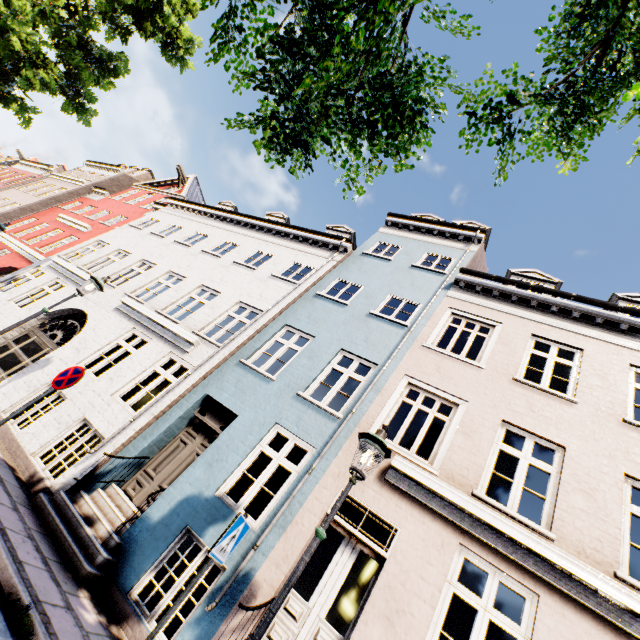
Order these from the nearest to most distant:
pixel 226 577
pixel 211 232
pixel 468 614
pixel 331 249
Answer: pixel 226 577, pixel 468 614, pixel 331 249, pixel 211 232

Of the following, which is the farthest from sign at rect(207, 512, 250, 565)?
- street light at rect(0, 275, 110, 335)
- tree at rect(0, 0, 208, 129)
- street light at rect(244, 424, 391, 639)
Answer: street light at rect(0, 275, 110, 335)

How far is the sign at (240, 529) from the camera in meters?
3.6

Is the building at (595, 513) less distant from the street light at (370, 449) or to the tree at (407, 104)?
the street light at (370, 449)

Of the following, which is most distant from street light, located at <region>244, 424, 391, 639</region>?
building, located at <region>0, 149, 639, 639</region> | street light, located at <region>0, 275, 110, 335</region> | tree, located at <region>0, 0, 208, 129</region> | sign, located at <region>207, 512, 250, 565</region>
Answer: street light, located at <region>0, 275, 110, 335</region>

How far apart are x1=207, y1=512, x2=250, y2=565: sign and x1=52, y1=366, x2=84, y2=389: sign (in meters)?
4.13

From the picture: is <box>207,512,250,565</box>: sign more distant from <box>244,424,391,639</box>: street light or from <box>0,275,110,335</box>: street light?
<box>0,275,110,335</box>: street light

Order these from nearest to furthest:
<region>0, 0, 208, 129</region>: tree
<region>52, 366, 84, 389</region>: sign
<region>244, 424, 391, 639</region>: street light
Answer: <region>244, 424, 391, 639</region>: street light
<region>52, 366, 84, 389</region>: sign
<region>0, 0, 208, 129</region>: tree
